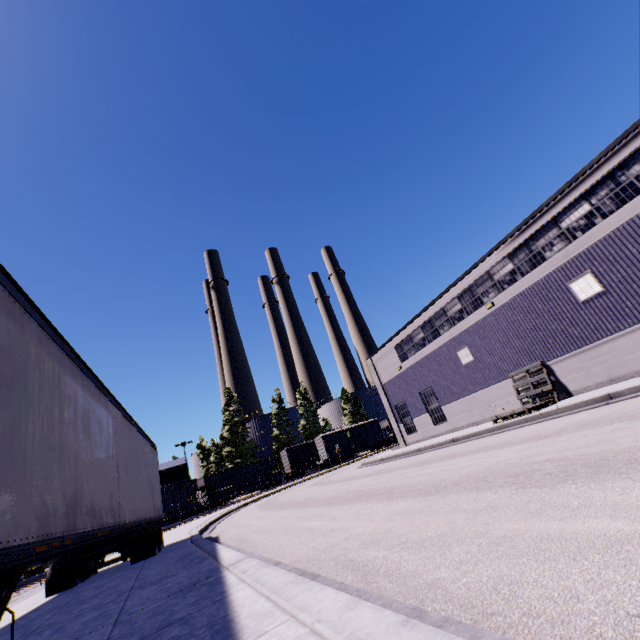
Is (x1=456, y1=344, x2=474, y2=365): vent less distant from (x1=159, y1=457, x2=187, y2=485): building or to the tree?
(x1=159, y1=457, x2=187, y2=485): building

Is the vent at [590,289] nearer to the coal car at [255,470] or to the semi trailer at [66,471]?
the semi trailer at [66,471]

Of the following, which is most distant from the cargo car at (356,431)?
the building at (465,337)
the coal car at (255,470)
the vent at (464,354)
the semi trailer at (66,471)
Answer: the vent at (464,354)

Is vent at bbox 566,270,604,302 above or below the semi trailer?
above

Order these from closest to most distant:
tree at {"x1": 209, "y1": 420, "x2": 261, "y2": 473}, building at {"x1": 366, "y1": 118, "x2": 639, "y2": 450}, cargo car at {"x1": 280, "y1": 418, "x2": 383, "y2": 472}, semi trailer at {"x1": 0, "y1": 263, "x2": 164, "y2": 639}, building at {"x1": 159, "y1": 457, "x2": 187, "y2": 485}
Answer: semi trailer at {"x1": 0, "y1": 263, "x2": 164, "y2": 639} < building at {"x1": 366, "y1": 118, "x2": 639, "y2": 450} < building at {"x1": 159, "y1": 457, "x2": 187, "y2": 485} < cargo car at {"x1": 280, "y1": 418, "x2": 383, "y2": 472} < tree at {"x1": 209, "y1": 420, "x2": 261, "y2": 473}

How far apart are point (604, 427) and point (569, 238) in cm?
1080

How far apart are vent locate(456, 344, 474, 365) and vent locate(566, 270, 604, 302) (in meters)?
6.23

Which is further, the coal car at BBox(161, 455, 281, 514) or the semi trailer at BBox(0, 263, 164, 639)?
the coal car at BBox(161, 455, 281, 514)
